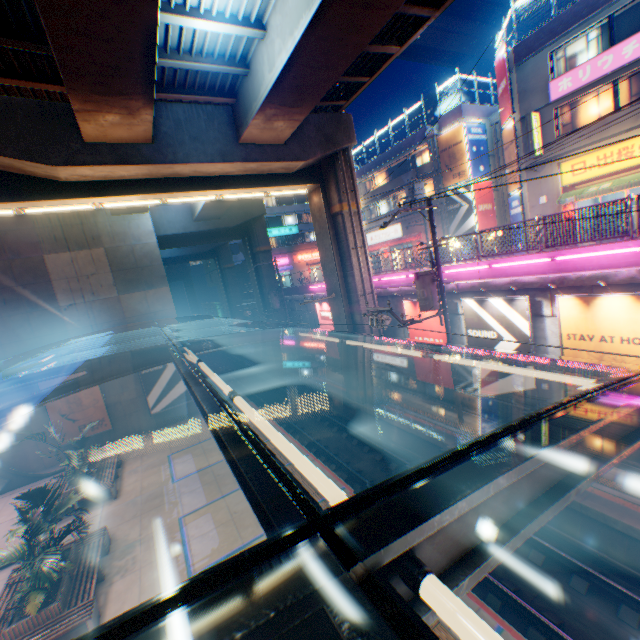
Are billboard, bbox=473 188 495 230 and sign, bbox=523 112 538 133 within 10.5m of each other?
yes

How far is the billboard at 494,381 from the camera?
12.0m

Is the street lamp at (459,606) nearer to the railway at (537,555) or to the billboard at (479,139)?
the railway at (537,555)

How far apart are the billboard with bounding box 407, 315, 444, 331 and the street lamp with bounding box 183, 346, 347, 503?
11.8 meters

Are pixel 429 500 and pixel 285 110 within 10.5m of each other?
no

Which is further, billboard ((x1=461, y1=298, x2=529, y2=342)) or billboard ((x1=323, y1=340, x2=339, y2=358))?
billboard ((x1=323, y1=340, x2=339, y2=358))

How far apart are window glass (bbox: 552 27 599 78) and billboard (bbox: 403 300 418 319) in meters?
15.8 m

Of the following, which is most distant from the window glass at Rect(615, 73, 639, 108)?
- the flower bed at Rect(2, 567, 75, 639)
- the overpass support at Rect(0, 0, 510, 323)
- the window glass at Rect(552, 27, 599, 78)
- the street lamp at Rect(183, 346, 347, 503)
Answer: the flower bed at Rect(2, 567, 75, 639)
